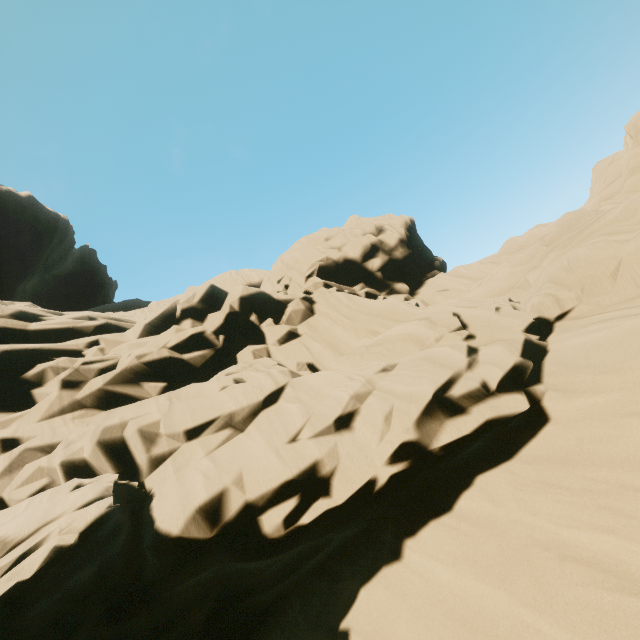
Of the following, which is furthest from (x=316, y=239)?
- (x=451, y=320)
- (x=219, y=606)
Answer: (x=219, y=606)
